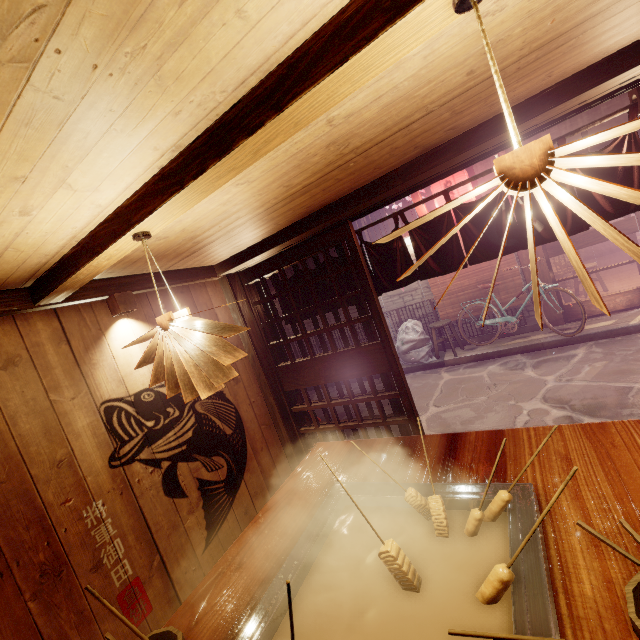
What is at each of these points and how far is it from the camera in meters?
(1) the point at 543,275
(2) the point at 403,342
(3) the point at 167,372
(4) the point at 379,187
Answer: (1) wood pole, 11.9 m
(2) trash, 13.3 m
(3) light, 2.8 m
(4) wood bar, 4.4 m

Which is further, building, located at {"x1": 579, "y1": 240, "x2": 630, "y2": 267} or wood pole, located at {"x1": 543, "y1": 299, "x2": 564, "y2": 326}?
building, located at {"x1": 579, "y1": 240, "x2": 630, "y2": 267}

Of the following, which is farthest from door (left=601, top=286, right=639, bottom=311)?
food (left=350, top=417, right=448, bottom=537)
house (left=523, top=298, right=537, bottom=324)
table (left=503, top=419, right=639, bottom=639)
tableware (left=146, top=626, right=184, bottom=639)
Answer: tableware (left=146, top=626, right=184, bottom=639)

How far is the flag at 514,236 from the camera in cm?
455

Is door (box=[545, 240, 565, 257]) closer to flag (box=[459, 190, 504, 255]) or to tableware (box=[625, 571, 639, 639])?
flag (box=[459, 190, 504, 255])

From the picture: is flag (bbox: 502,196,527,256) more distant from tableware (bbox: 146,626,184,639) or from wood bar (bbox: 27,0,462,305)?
tableware (bbox: 146,626,184,639)

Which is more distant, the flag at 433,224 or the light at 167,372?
the flag at 433,224

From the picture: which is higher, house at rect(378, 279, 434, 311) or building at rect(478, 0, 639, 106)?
building at rect(478, 0, 639, 106)
